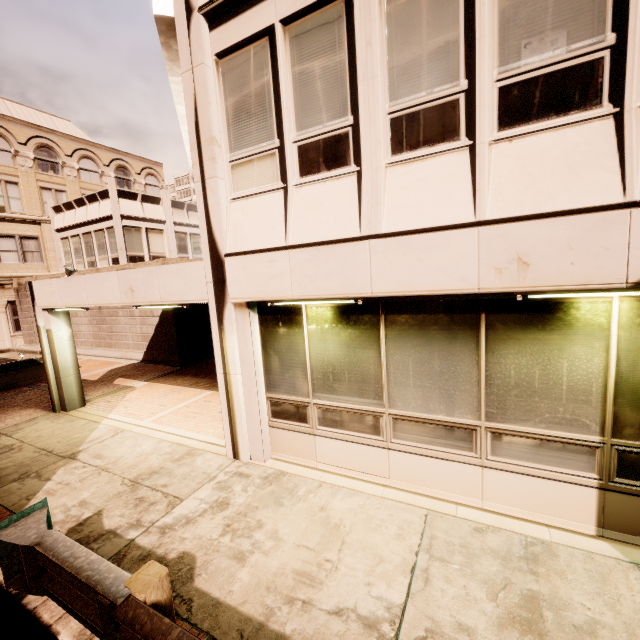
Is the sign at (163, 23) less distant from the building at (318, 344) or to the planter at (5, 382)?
the building at (318, 344)

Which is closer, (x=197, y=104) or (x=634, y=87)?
(x=634, y=87)

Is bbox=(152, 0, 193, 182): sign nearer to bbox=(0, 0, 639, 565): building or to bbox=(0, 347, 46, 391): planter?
bbox=(0, 0, 639, 565): building

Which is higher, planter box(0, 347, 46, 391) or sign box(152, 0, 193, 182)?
sign box(152, 0, 193, 182)

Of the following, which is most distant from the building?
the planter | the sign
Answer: the planter

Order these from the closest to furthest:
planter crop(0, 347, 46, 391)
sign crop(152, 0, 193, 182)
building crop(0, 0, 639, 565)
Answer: building crop(0, 0, 639, 565) < sign crop(152, 0, 193, 182) < planter crop(0, 347, 46, 391)
